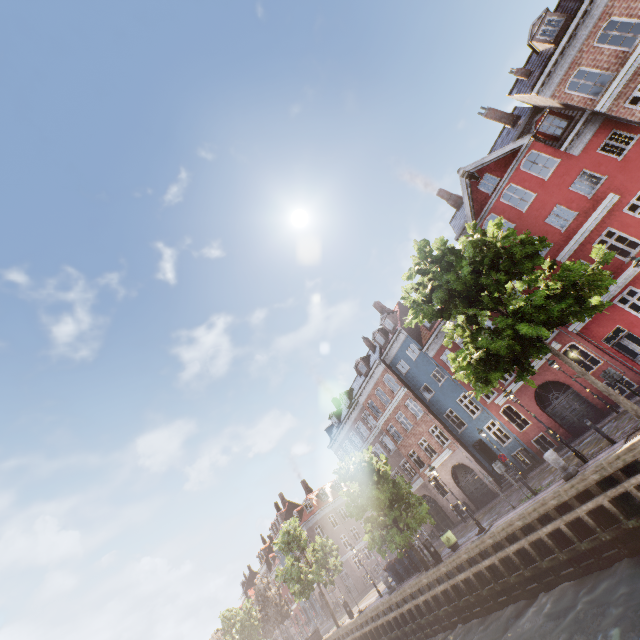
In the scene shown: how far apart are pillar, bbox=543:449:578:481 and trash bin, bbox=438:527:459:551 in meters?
8.3

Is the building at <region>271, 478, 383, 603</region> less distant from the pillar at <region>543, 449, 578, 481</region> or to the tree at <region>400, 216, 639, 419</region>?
the tree at <region>400, 216, 639, 419</region>

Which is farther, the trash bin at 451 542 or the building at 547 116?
the trash bin at 451 542

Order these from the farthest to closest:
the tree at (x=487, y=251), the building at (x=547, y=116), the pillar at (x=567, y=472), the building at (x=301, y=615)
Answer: the building at (x=301, y=615)
the building at (x=547, y=116)
the pillar at (x=567, y=472)
the tree at (x=487, y=251)

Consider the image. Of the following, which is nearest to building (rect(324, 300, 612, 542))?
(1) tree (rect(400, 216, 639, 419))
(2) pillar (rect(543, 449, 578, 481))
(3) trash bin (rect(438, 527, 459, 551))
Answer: (1) tree (rect(400, 216, 639, 419))

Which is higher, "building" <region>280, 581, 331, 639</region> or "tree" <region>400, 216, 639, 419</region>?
"tree" <region>400, 216, 639, 419</region>

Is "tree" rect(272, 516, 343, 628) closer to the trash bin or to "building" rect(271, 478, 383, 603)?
the trash bin

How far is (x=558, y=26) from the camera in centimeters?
1764cm
